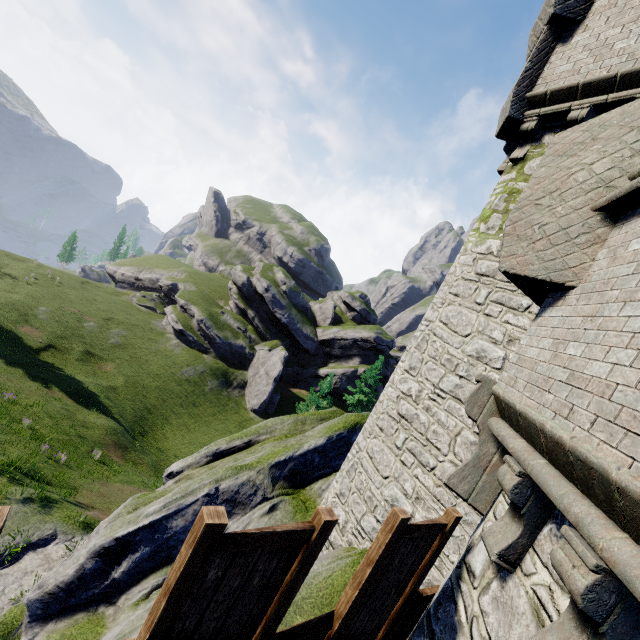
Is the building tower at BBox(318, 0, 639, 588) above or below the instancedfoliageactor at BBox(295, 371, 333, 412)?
above

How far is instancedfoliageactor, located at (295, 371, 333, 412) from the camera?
30.0m

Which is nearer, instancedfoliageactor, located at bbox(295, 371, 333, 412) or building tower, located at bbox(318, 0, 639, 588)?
building tower, located at bbox(318, 0, 639, 588)

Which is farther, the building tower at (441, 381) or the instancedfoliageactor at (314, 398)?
the instancedfoliageactor at (314, 398)

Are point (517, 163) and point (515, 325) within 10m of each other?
yes

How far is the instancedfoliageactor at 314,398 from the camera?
29.98m
